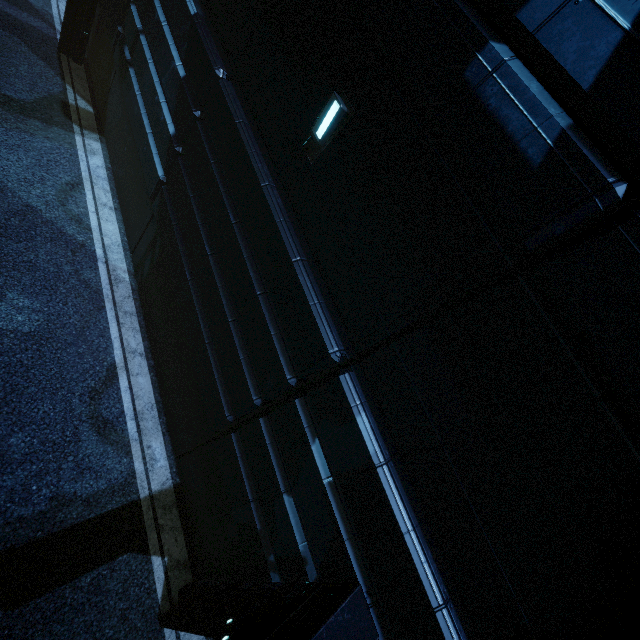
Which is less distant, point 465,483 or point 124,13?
point 465,483
